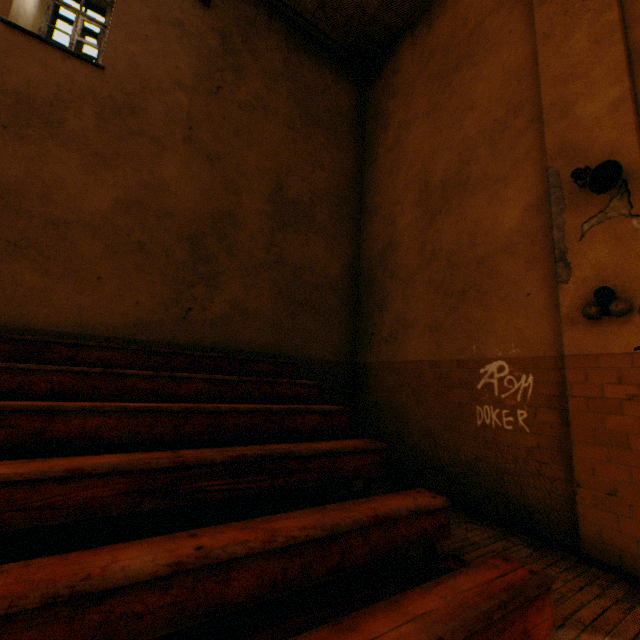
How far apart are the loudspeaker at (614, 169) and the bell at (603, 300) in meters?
1.0

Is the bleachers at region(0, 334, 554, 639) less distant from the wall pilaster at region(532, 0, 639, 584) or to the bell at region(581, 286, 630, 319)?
the wall pilaster at region(532, 0, 639, 584)

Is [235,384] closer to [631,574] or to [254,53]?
[631,574]

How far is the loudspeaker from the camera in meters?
3.1 m

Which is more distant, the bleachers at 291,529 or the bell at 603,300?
the bell at 603,300

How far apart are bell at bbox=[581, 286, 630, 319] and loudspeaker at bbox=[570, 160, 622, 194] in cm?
95

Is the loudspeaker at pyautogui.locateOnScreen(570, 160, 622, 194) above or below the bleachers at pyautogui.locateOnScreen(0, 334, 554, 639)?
above
